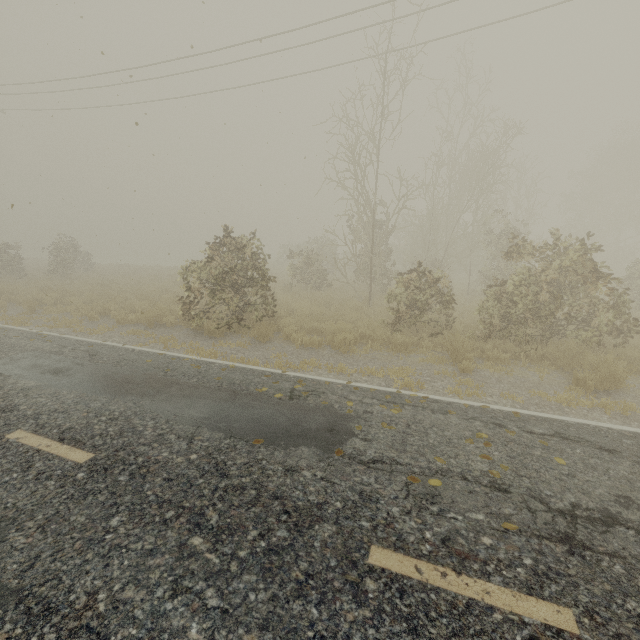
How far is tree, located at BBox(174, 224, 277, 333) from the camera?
9.69m

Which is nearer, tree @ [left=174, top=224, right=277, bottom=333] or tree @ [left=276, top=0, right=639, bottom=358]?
tree @ [left=276, top=0, right=639, bottom=358]

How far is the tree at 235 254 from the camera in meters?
9.7

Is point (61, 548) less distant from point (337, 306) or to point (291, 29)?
point (337, 306)

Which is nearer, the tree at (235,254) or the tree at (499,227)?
the tree at (499,227)
